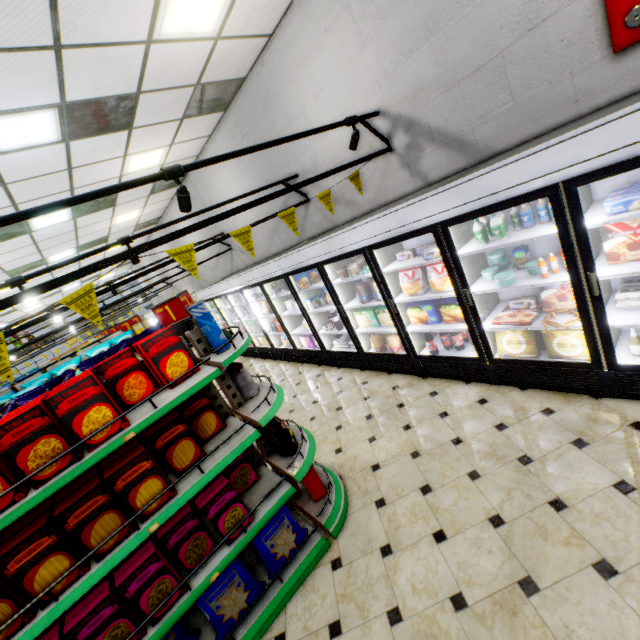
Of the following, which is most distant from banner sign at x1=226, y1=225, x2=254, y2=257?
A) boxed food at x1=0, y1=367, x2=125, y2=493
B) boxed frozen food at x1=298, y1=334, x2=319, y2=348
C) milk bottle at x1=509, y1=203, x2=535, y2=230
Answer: boxed frozen food at x1=298, y1=334, x2=319, y2=348

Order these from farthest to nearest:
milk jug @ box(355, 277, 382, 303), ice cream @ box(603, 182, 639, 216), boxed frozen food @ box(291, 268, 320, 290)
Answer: boxed frozen food @ box(291, 268, 320, 290) < milk jug @ box(355, 277, 382, 303) < ice cream @ box(603, 182, 639, 216)

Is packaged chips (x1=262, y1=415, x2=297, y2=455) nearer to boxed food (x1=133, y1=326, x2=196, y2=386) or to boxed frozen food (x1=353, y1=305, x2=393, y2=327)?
boxed food (x1=133, y1=326, x2=196, y2=386)

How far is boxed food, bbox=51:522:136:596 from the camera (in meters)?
1.81

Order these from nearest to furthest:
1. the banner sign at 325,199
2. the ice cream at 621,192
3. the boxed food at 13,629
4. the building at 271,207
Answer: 1. the boxed food at 13,629
2. the ice cream at 621,192
3. the banner sign at 325,199
4. the building at 271,207

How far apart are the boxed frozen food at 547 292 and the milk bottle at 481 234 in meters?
0.6 m

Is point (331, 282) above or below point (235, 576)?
above

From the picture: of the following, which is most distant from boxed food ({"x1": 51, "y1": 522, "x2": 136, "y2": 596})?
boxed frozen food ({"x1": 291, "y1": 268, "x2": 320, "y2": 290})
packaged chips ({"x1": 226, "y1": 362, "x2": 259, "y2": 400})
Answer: boxed frozen food ({"x1": 291, "y1": 268, "x2": 320, "y2": 290})
